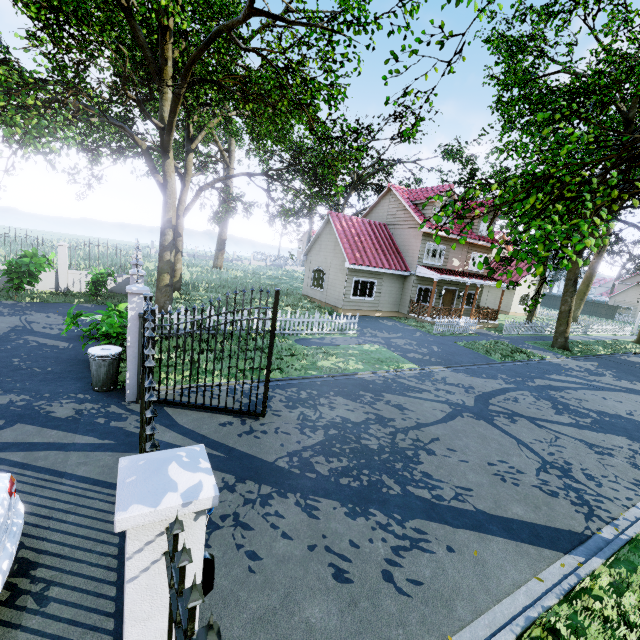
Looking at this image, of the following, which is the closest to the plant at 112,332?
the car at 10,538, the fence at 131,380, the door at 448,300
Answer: the fence at 131,380

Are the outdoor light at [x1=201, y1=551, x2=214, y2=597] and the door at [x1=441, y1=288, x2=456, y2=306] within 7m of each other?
no

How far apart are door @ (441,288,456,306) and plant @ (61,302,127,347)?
20.9 meters

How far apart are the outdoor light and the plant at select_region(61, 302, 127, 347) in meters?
7.6

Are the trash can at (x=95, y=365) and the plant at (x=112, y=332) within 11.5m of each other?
yes

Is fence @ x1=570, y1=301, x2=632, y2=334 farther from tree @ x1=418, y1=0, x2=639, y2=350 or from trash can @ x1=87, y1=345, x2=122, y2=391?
trash can @ x1=87, y1=345, x2=122, y2=391

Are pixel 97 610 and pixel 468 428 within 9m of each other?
yes

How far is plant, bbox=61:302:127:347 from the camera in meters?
8.2
